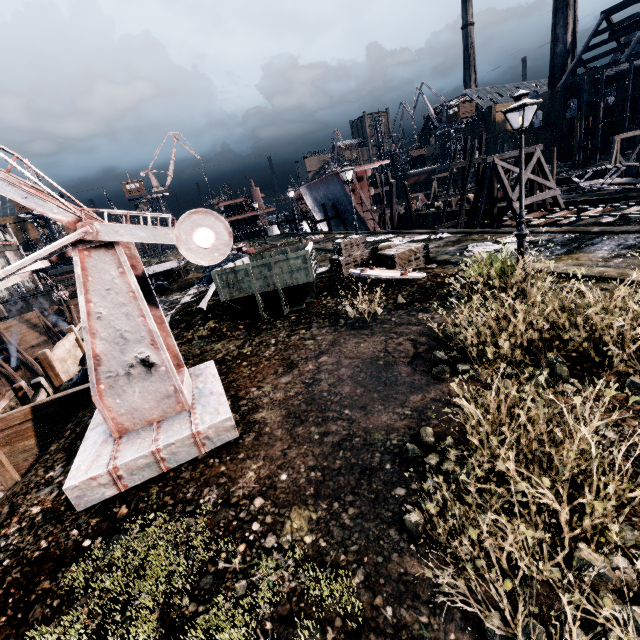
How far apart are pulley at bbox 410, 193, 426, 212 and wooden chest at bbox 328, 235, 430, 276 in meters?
30.8 m

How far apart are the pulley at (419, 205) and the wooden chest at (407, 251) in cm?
3078

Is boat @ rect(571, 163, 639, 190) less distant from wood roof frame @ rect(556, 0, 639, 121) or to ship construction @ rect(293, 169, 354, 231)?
ship construction @ rect(293, 169, 354, 231)

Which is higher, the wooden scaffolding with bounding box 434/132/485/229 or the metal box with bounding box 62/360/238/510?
the wooden scaffolding with bounding box 434/132/485/229

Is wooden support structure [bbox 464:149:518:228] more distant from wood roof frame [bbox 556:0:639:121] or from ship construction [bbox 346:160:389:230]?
wood roof frame [bbox 556:0:639:121]

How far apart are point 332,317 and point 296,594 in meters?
8.6

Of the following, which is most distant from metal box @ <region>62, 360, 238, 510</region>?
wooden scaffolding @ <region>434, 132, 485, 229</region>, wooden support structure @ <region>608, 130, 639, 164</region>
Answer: wooden support structure @ <region>608, 130, 639, 164</region>

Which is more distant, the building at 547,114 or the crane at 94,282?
the building at 547,114
